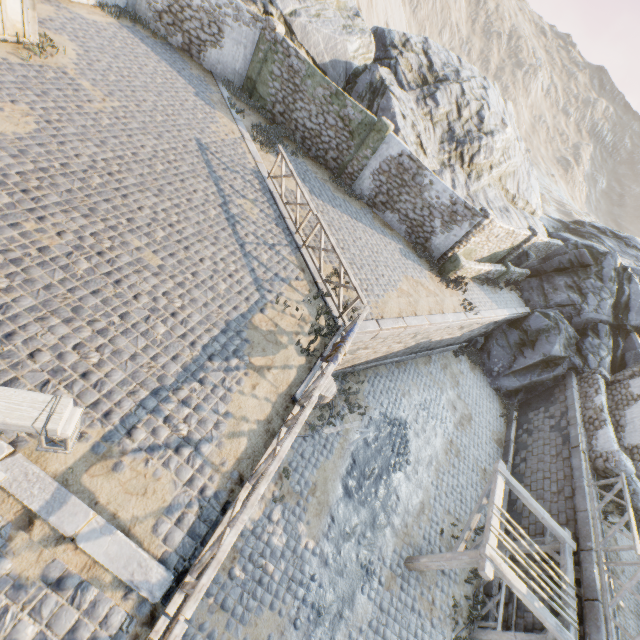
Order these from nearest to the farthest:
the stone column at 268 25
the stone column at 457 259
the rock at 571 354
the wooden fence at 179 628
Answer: the wooden fence at 179 628 < the stone column at 268 25 < the stone column at 457 259 < the rock at 571 354

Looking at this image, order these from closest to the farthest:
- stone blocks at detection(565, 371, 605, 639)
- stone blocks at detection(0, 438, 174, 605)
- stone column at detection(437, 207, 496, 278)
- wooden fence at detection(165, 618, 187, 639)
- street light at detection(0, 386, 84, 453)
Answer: street light at detection(0, 386, 84, 453)
wooden fence at detection(165, 618, 187, 639)
stone blocks at detection(0, 438, 174, 605)
stone blocks at detection(565, 371, 605, 639)
stone column at detection(437, 207, 496, 278)

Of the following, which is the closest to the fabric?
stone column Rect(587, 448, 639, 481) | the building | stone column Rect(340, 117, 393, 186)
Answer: stone column Rect(340, 117, 393, 186)

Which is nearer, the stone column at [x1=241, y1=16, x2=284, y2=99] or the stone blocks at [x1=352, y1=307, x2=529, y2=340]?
the stone blocks at [x1=352, y1=307, x2=529, y2=340]

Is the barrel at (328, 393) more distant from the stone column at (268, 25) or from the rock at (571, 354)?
the stone column at (268, 25)

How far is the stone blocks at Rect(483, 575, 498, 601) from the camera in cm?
1043

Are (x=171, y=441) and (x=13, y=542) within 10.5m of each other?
yes

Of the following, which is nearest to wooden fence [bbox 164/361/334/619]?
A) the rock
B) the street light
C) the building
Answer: the street light
